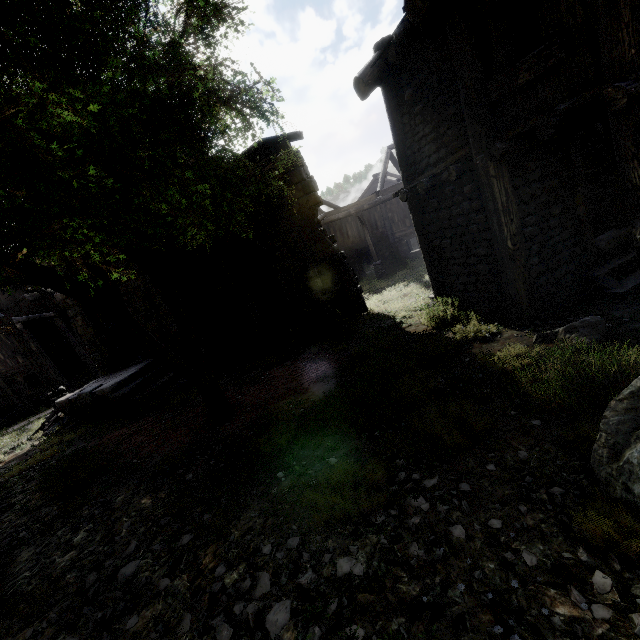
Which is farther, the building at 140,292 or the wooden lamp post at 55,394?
the wooden lamp post at 55,394

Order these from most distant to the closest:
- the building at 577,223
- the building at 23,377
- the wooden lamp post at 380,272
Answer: the wooden lamp post at 380,272 → the building at 23,377 → the building at 577,223

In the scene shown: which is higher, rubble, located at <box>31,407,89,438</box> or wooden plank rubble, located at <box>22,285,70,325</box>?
wooden plank rubble, located at <box>22,285,70,325</box>

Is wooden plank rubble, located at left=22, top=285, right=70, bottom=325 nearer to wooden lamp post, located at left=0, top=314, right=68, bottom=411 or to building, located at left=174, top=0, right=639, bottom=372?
building, located at left=174, top=0, right=639, bottom=372

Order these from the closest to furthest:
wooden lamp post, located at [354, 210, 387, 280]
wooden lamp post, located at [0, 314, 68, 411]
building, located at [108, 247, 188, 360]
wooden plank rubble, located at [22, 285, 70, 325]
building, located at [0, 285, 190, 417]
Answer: building, located at [0, 285, 190, 417], building, located at [108, 247, 188, 360], wooden lamp post, located at [0, 314, 68, 411], wooden plank rubble, located at [22, 285, 70, 325], wooden lamp post, located at [354, 210, 387, 280]

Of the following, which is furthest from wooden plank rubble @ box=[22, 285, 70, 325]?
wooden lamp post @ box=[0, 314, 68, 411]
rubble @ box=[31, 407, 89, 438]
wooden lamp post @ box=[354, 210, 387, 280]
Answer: wooden lamp post @ box=[354, 210, 387, 280]

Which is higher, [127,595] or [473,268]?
[473,268]

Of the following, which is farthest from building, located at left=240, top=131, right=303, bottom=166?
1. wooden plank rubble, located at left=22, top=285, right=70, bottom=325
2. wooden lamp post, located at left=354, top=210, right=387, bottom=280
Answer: wooden lamp post, located at left=354, top=210, right=387, bottom=280
